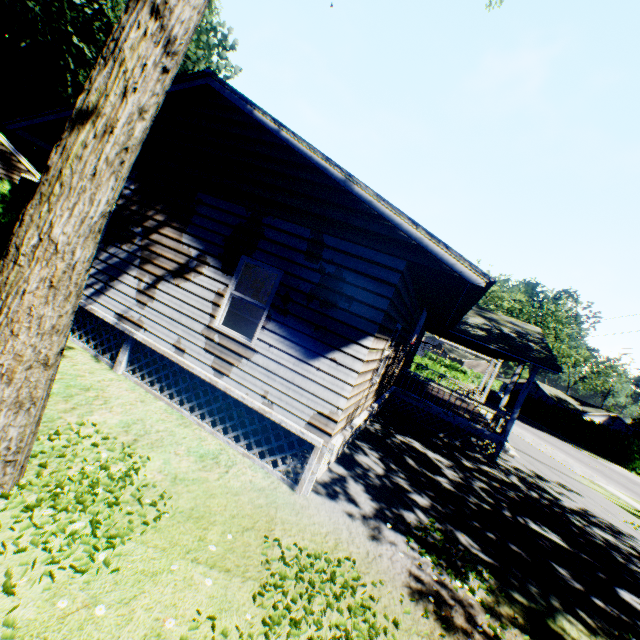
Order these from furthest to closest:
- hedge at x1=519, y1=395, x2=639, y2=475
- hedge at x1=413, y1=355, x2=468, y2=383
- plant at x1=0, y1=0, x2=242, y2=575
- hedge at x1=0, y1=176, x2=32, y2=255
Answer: hedge at x1=413, y1=355, x2=468, y2=383, hedge at x1=519, y1=395, x2=639, y2=475, hedge at x1=0, y1=176, x2=32, y2=255, plant at x1=0, y1=0, x2=242, y2=575

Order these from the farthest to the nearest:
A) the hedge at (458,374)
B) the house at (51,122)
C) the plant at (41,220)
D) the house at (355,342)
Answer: the hedge at (458,374)
the house at (51,122)
the house at (355,342)
the plant at (41,220)

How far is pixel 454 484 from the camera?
9.16m

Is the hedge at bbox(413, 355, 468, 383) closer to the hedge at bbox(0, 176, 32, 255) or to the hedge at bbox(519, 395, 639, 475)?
the hedge at bbox(0, 176, 32, 255)

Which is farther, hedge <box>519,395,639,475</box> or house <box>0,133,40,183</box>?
hedge <box>519,395,639,475</box>

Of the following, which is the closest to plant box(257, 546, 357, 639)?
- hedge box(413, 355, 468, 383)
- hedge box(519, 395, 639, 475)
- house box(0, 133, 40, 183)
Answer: house box(0, 133, 40, 183)

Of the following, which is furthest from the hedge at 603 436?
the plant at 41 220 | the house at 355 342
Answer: the plant at 41 220

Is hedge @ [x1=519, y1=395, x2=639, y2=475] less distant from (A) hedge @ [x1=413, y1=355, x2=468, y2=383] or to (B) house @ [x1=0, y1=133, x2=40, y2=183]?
(A) hedge @ [x1=413, y1=355, x2=468, y2=383]
